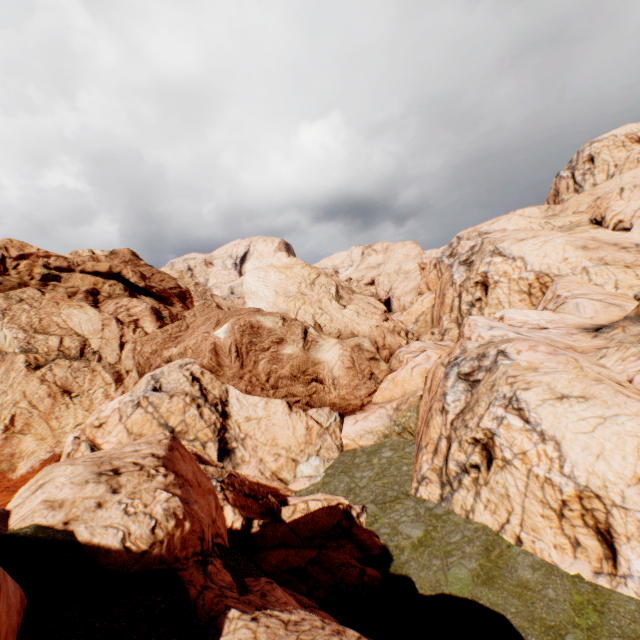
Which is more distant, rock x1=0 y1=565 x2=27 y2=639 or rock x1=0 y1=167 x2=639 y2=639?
rock x1=0 y1=167 x2=639 y2=639

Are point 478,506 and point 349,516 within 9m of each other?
yes

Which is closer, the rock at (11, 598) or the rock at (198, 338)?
the rock at (11, 598)
